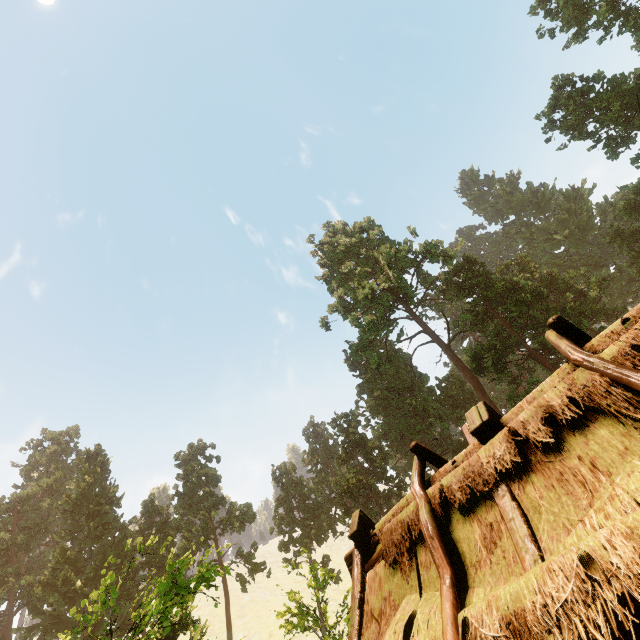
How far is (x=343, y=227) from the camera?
49.4 meters

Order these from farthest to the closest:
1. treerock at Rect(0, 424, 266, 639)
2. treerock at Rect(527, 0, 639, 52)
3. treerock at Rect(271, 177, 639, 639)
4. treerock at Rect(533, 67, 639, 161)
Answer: treerock at Rect(271, 177, 639, 639), treerock at Rect(533, 67, 639, 161), treerock at Rect(527, 0, 639, 52), treerock at Rect(0, 424, 266, 639)

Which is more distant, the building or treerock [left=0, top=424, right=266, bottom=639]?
treerock [left=0, top=424, right=266, bottom=639]

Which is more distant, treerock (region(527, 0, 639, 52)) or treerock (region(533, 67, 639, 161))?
treerock (region(533, 67, 639, 161))

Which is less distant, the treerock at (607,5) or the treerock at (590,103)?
the treerock at (607,5)

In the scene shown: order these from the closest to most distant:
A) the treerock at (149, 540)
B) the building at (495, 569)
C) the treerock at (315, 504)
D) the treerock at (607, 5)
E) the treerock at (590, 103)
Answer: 1. the building at (495, 569)
2. the treerock at (149, 540)
3. the treerock at (607, 5)
4. the treerock at (590, 103)
5. the treerock at (315, 504)
